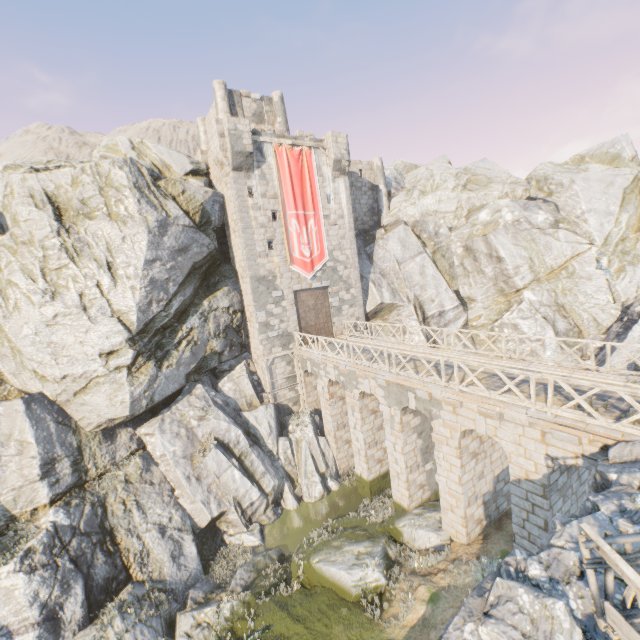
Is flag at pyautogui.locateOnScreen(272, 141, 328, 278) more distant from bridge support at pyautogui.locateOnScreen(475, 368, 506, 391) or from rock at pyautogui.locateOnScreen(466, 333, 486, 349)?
bridge support at pyautogui.locateOnScreen(475, 368, 506, 391)

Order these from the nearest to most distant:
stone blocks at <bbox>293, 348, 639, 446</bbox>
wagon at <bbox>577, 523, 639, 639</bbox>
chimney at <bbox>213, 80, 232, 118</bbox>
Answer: wagon at <bbox>577, 523, 639, 639</bbox>, stone blocks at <bbox>293, 348, 639, 446</bbox>, chimney at <bbox>213, 80, 232, 118</bbox>

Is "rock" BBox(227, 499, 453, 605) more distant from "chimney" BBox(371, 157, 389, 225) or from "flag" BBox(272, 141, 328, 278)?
"flag" BBox(272, 141, 328, 278)

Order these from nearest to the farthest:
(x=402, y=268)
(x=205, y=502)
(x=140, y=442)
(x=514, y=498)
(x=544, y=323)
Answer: (x=514, y=498)
(x=205, y=502)
(x=140, y=442)
(x=544, y=323)
(x=402, y=268)

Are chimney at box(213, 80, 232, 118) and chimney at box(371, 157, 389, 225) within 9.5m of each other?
no

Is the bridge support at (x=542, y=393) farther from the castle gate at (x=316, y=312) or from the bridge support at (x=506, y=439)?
the castle gate at (x=316, y=312)

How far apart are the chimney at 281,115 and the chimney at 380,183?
7.34m

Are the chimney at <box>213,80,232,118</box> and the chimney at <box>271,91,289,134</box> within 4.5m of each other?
yes
